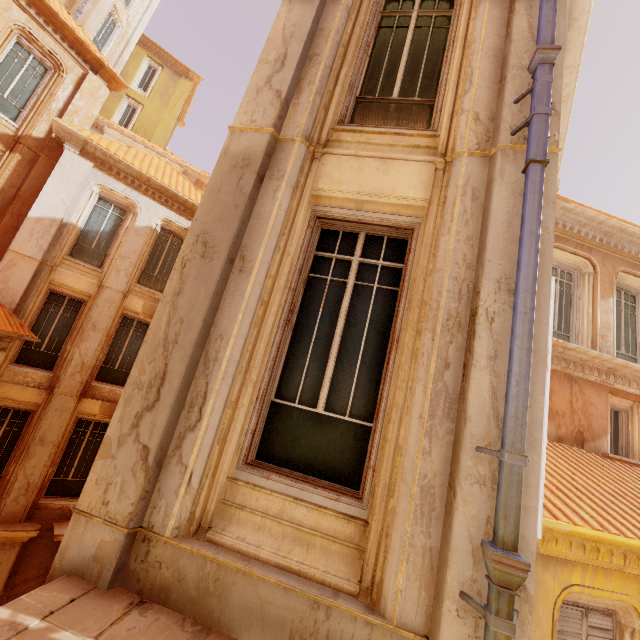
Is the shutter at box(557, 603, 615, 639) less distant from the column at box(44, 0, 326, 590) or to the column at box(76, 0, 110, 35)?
the column at box(44, 0, 326, 590)

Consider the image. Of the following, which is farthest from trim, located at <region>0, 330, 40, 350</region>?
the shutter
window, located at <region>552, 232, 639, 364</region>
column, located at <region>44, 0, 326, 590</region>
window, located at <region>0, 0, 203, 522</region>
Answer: window, located at <region>552, 232, 639, 364</region>

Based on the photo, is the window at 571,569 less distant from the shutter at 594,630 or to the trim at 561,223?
the shutter at 594,630

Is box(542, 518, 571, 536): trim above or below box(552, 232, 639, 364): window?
below

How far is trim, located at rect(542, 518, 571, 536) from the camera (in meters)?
4.17

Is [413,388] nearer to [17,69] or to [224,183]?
[224,183]

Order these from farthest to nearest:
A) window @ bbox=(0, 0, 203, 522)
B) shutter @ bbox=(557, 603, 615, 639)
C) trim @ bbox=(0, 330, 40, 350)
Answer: window @ bbox=(0, 0, 203, 522) → trim @ bbox=(0, 330, 40, 350) → shutter @ bbox=(557, 603, 615, 639)

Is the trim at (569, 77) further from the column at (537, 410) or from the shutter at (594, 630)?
the shutter at (594, 630)
